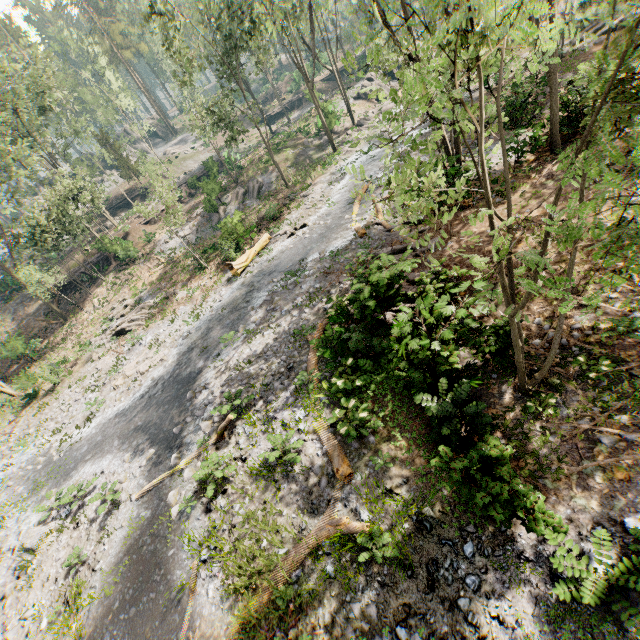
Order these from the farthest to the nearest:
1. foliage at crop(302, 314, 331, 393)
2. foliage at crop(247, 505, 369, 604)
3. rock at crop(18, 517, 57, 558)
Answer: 1. rock at crop(18, 517, 57, 558)
2. foliage at crop(302, 314, 331, 393)
3. foliage at crop(247, 505, 369, 604)

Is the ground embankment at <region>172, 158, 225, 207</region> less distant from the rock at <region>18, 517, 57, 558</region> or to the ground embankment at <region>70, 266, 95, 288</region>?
the ground embankment at <region>70, 266, 95, 288</region>

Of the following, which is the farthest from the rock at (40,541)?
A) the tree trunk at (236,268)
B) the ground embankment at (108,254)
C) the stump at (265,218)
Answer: the ground embankment at (108,254)

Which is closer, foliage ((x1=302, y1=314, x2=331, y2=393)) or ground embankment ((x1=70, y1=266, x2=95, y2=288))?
foliage ((x1=302, y1=314, x2=331, y2=393))

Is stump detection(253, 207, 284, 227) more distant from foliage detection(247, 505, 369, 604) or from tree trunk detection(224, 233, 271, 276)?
foliage detection(247, 505, 369, 604)

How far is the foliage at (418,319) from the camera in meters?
8.7 m

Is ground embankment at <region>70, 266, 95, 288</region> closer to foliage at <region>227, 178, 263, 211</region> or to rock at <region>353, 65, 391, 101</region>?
foliage at <region>227, 178, 263, 211</region>

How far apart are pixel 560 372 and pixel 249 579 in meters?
9.3
